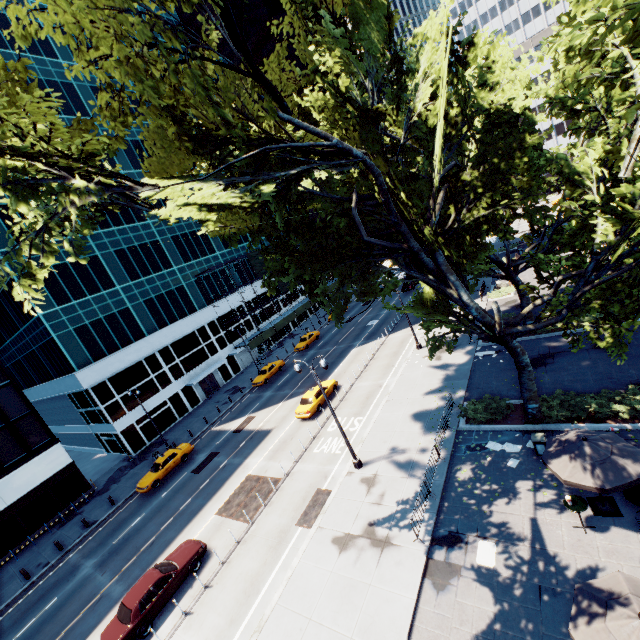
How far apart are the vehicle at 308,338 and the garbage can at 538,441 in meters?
32.4 m

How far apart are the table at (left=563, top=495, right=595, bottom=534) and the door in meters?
40.4 m

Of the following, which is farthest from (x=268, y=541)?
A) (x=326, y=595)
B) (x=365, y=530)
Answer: (x=365, y=530)

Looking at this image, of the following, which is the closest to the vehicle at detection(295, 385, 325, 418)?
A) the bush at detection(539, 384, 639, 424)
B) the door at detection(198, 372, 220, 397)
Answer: the bush at detection(539, 384, 639, 424)

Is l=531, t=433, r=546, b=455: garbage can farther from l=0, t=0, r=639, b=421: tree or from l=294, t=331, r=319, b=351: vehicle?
l=294, t=331, r=319, b=351: vehicle

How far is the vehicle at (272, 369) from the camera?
39.09m

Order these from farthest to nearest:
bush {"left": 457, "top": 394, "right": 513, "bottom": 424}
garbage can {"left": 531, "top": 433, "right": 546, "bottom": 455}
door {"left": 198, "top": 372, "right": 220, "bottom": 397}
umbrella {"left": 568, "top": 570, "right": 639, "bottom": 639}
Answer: door {"left": 198, "top": 372, "right": 220, "bottom": 397} < bush {"left": 457, "top": 394, "right": 513, "bottom": 424} < garbage can {"left": 531, "top": 433, "right": 546, "bottom": 455} < umbrella {"left": 568, "top": 570, "right": 639, "bottom": 639}

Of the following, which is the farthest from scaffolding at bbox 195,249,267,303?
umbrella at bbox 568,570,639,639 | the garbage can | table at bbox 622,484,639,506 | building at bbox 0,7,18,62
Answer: umbrella at bbox 568,570,639,639
